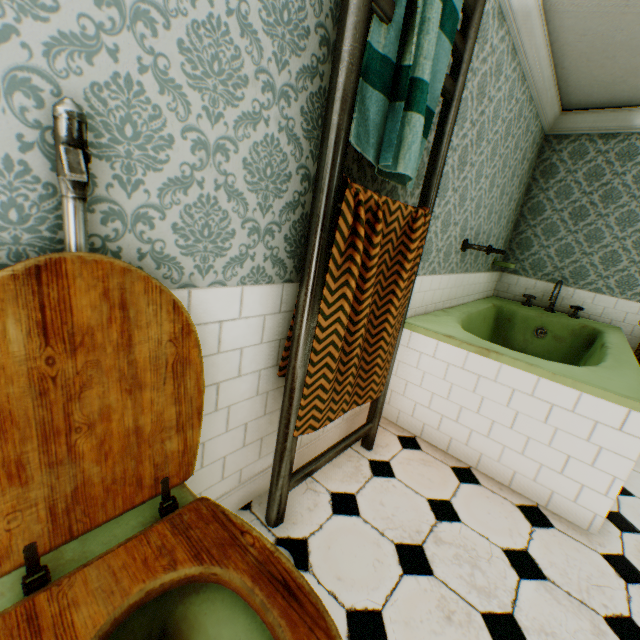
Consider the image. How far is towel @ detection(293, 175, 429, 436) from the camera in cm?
126

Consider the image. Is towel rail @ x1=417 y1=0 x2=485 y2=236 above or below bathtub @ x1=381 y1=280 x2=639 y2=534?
above

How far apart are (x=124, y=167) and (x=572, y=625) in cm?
237

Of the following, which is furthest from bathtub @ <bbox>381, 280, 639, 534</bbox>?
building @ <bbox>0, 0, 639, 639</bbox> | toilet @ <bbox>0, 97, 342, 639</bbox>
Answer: toilet @ <bbox>0, 97, 342, 639</bbox>

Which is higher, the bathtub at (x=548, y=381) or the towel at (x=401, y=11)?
the towel at (x=401, y=11)

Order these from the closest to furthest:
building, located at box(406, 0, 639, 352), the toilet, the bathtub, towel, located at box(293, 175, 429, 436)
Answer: the toilet, towel, located at box(293, 175, 429, 436), the bathtub, building, located at box(406, 0, 639, 352)

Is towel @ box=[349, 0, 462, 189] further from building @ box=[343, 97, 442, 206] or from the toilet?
the toilet

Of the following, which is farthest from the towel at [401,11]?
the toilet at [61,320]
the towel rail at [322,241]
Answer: the toilet at [61,320]
